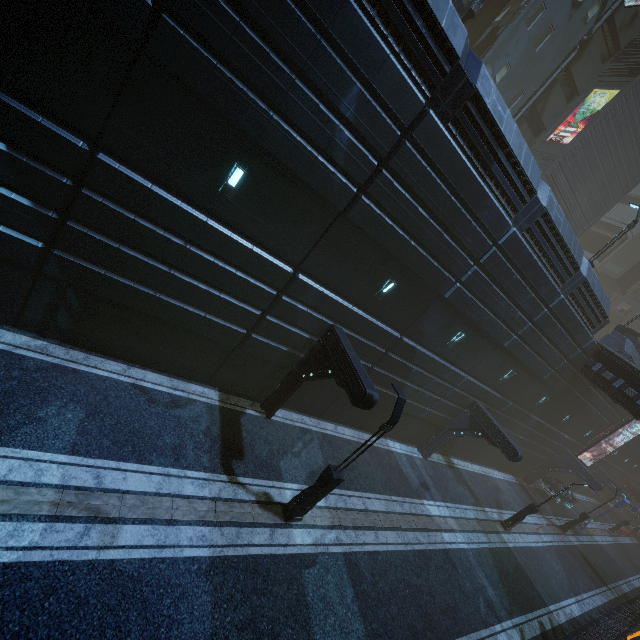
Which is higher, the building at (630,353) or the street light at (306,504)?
the building at (630,353)

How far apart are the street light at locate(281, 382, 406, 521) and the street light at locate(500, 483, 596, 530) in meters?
16.7

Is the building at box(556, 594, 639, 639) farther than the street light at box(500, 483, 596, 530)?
No

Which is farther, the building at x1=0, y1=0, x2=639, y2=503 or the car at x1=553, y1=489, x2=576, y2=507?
the car at x1=553, y1=489, x2=576, y2=507

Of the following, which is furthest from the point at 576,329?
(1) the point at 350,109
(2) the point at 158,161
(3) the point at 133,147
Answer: (3) the point at 133,147

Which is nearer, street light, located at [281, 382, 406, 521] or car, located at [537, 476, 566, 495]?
street light, located at [281, 382, 406, 521]

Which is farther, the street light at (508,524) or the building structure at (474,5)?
the street light at (508,524)
